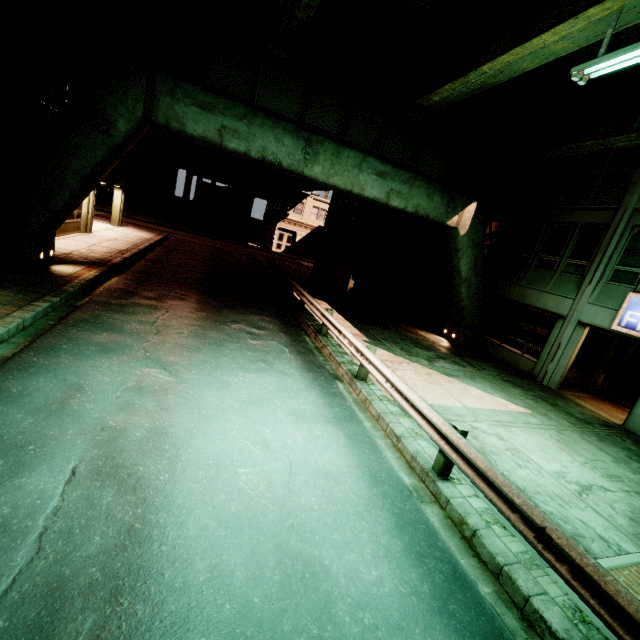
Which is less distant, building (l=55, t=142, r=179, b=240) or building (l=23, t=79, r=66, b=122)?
building (l=23, t=79, r=66, b=122)

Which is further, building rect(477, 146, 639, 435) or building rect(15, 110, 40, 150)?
building rect(477, 146, 639, 435)

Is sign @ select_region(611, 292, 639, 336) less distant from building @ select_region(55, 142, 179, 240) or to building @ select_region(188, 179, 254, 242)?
building @ select_region(188, 179, 254, 242)

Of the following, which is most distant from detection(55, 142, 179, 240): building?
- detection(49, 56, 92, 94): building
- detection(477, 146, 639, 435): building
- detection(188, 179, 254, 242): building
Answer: detection(477, 146, 639, 435): building

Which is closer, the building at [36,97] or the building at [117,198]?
the building at [36,97]

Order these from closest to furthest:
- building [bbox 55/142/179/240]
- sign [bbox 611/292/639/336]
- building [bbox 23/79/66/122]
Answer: sign [bbox 611/292/639/336], building [bbox 23/79/66/122], building [bbox 55/142/179/240]

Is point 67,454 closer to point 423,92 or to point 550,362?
point 423,92

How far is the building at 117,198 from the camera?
18.2m
